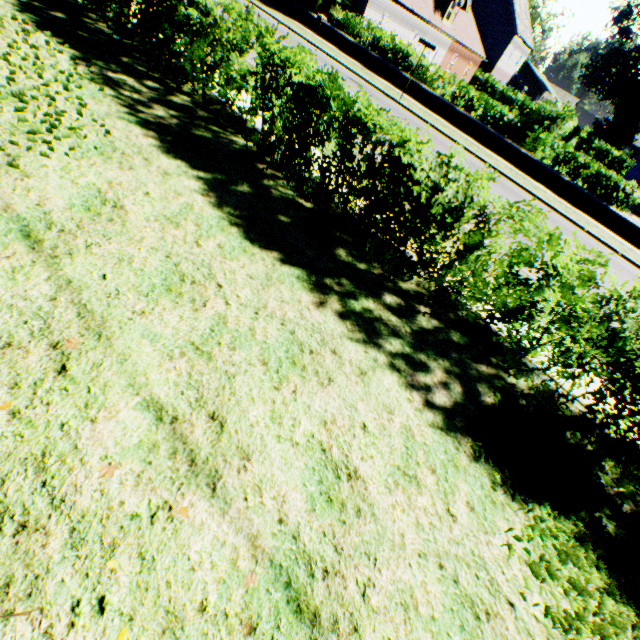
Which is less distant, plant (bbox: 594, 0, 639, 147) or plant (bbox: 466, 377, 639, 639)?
plant (bbox: 466, 377, 639, 639)

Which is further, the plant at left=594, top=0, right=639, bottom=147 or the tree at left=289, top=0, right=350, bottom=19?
the plant at left=594, top=0, right=639, bottom=147

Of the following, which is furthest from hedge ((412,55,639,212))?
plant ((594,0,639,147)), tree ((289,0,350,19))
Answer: plant ((594,0,639,147))

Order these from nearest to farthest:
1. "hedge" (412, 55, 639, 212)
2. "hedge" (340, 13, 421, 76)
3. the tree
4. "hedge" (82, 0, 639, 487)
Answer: "hedge" (82, 0, 639, 487) < "hedge" (412, 55, 639, 212) < "hedge" (340, 13, 421, 76) < the tree

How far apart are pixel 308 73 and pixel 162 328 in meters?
4.4

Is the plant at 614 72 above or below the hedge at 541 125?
above

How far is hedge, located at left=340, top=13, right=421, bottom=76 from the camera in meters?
18.4 m

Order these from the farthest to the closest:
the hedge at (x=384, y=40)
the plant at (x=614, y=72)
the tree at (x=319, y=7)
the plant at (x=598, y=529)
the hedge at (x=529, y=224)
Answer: the plant at (x=614, y=72)
the tree at (x=319, y=7)
the hedge at (x=384, y=40)
the hedge at (x=529, y=224)
the plant at (x=598, y=529)
